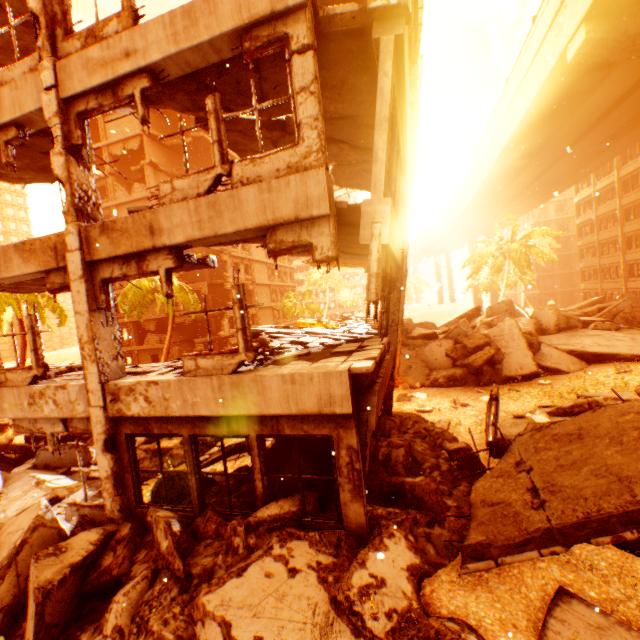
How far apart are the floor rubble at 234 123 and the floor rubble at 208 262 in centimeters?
252cm

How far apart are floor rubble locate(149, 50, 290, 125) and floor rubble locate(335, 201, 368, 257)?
2.52m

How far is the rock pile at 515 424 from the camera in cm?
766

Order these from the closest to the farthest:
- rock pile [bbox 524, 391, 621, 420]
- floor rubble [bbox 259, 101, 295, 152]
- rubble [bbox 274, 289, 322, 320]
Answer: floor rubble [bbox 259, 101, 295, 152] → rock pile [bbox 524, 391, 621, 420] → rubble [bbox 274, 289, 322, 320]

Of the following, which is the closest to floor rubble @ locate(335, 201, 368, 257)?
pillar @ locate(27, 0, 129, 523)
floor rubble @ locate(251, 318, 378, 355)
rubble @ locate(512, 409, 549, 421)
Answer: pillar @ locate(27, 0, 129, 523)

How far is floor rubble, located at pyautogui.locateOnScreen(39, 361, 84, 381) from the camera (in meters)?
7.66

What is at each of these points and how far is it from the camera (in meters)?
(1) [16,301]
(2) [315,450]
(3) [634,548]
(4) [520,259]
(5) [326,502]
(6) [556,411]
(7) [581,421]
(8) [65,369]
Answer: (1) rubble, 16.69
(2) rock pile, 7.12
(3) rock pile, 4.68
(4) rubble, 31.69
(5) rock pile, 6.35
(6) rock pile, 9.26
(7) floor rubble, 5.56
(8) floor rubble, 10.27
